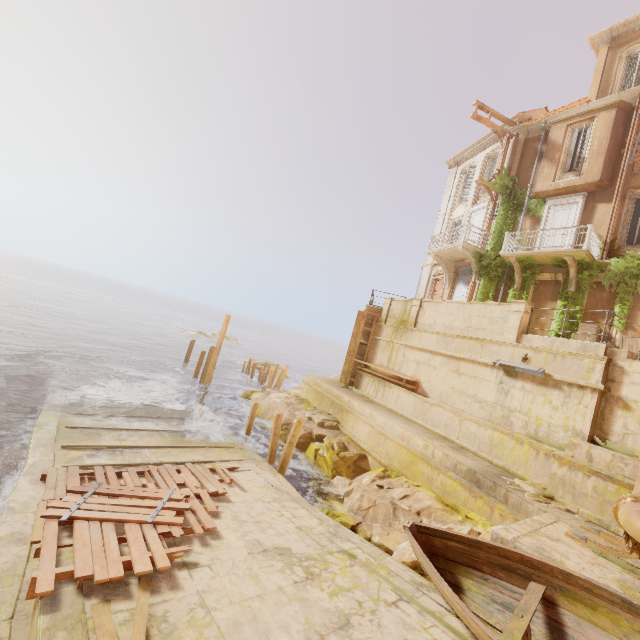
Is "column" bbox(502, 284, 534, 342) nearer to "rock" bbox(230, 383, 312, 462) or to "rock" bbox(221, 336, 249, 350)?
"rock" bbox(230, 383, 312, 462)

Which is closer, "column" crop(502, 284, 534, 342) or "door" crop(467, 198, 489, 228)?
"column" crop(502, 284, 534, 342)

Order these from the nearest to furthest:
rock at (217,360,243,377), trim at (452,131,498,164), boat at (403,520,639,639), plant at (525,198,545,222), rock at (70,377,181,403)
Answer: boat at (403,520,639,639) < rock at (70,377,181,403) < plant at (525,198,545,222) < trim at (452,131,498,164) < rock at (217,360,243,377)

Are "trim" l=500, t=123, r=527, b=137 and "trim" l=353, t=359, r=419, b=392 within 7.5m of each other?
no

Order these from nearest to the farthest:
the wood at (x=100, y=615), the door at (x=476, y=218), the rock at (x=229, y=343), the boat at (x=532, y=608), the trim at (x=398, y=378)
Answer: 1. the wood at (x=100, y=615)
2. the boat at (x=532, y=608)
3. the trim at (x=398, y=378)
4. the door at (x=476, y=218)
5. the rock at (x=229, y=343)

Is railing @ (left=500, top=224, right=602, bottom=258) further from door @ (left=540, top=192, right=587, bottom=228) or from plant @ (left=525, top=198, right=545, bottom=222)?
door @ (left=540, top=192, right=587, bottom=228)

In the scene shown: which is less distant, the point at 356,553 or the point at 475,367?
the point at 356,553

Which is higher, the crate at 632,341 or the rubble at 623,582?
the crate at 632,341
